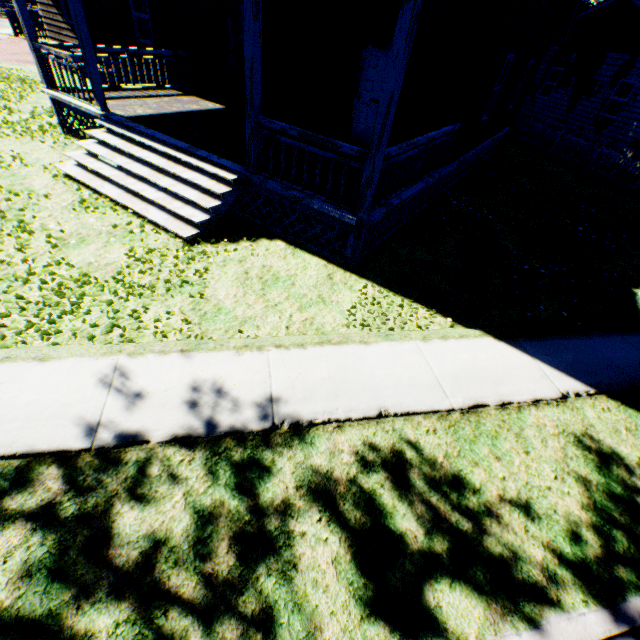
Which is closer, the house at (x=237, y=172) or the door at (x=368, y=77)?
the house at (x=237, y=172)

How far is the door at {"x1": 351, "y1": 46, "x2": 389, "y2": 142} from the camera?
→ 8.47m

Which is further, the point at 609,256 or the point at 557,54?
the point at 557,54

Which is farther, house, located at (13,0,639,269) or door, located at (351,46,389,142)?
door, located at (351,46,389,142)

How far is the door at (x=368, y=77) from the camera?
8.47m
